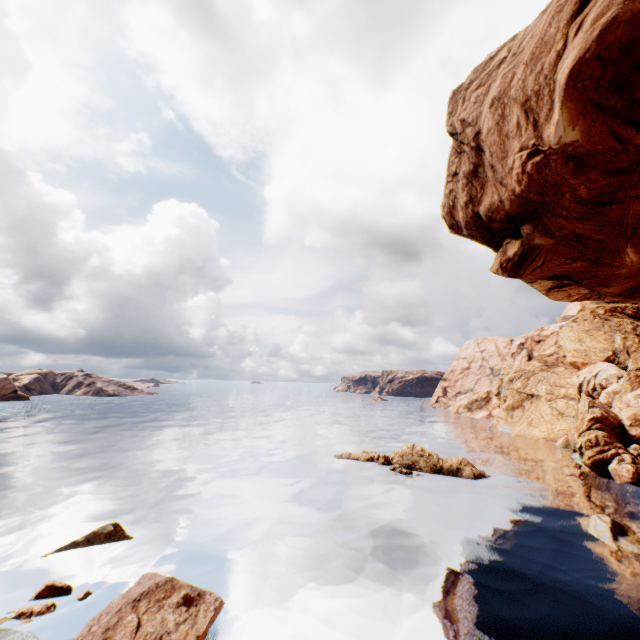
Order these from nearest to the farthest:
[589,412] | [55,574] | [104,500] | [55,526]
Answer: [55,574], [55,526], [104,500], [589,412]

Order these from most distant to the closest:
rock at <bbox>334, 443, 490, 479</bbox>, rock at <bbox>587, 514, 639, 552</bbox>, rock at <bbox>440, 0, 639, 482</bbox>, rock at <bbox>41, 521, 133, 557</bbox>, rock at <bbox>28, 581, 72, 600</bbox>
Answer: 1. rock at <bbox>334, 443, 490, 479</bbox>
2. rock at <bbox>587, 514, 639, 552</bbox>
3. rock at <bbox>41, 521, 133, 557</bbox>
4. rock at <bbox>28, 581, 72, 600</bbox>
5. rock at <bbox>440, 0, 639, 482</bbox>

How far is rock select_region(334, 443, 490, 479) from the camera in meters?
34.5

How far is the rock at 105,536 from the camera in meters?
18.5

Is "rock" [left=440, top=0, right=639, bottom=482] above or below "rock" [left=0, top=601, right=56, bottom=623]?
above

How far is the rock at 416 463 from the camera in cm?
3447

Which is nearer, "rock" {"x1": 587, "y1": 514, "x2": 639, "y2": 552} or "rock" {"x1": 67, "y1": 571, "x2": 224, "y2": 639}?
"rock" {"x1": 67, "y1": 571, "x2": 224, "y2": 639}
